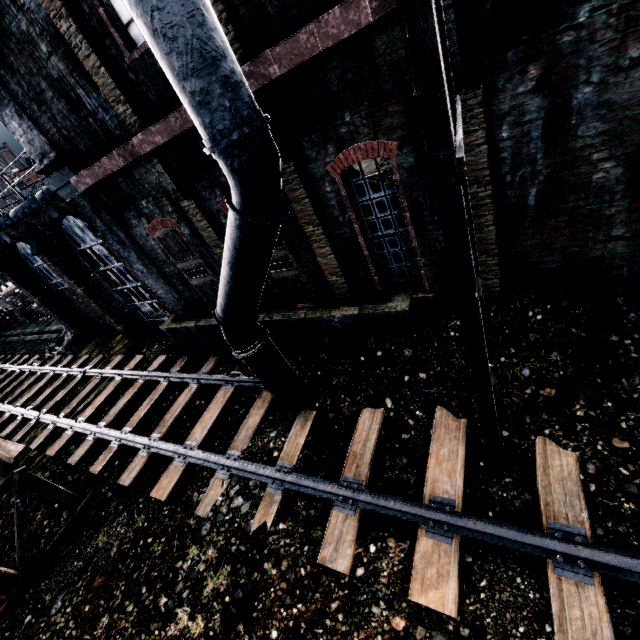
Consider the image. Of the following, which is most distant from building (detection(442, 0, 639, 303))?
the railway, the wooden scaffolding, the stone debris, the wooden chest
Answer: the wooden chest

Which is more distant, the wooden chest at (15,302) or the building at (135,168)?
the wooden chest at (15,302)

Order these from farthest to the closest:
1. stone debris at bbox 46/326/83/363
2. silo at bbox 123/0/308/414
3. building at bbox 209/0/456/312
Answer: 1. stone debris at bbox 46/326/83/363
2. building at bbox 209/0/456/312
3. silo at bbox 123/0/308/414

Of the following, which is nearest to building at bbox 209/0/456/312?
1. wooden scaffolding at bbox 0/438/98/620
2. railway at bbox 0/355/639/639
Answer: wooden scaffolding at bbox 0/438/98/620

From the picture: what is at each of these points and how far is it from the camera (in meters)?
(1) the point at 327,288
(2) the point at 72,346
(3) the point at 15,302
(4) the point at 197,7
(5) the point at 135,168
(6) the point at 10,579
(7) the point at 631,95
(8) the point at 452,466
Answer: (1) building, 9.77
(2) stone debris, 22.50
(3) wooden chest, 34.12
(4) silo, 3.75
(5) building, 8.94
(6) wooden scaffolding, 8.98
(7) building, 4.71
(8) railway, 6.77

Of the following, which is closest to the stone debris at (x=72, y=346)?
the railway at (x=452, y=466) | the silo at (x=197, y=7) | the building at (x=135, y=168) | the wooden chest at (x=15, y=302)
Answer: the building at (x=135, y=168)

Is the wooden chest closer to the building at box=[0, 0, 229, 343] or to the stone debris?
the stone debris

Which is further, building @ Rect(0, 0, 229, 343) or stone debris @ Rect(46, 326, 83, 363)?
stone debris @ Rect(46, 326, 83, 363)
